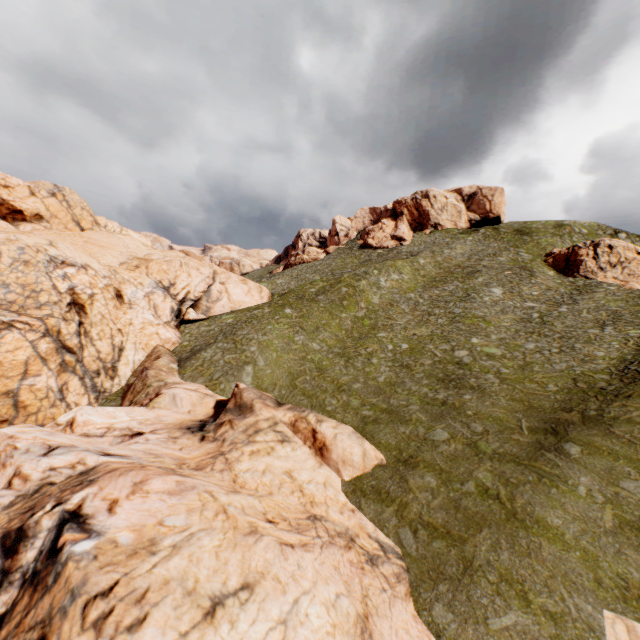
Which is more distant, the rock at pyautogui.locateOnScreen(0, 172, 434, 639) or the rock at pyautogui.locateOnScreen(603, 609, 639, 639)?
the rock at pyautogui.locateOnScreen(603, 609, 639, 639)

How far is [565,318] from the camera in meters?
34.5 m

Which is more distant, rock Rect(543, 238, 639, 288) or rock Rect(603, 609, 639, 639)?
rock Rect(543, 238, 639, 288)

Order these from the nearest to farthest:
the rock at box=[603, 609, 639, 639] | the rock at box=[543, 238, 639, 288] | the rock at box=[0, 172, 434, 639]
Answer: the rock at box=[0, 172, 434, 639] < the rock at box=[603, 609, 639, 639] < the rock at box=[543, 238, 639, 288]

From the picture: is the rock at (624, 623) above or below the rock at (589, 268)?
below

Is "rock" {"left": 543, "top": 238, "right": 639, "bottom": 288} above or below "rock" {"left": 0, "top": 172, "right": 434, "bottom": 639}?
above

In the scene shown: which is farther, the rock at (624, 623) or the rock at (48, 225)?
the rock at (624, 623)
